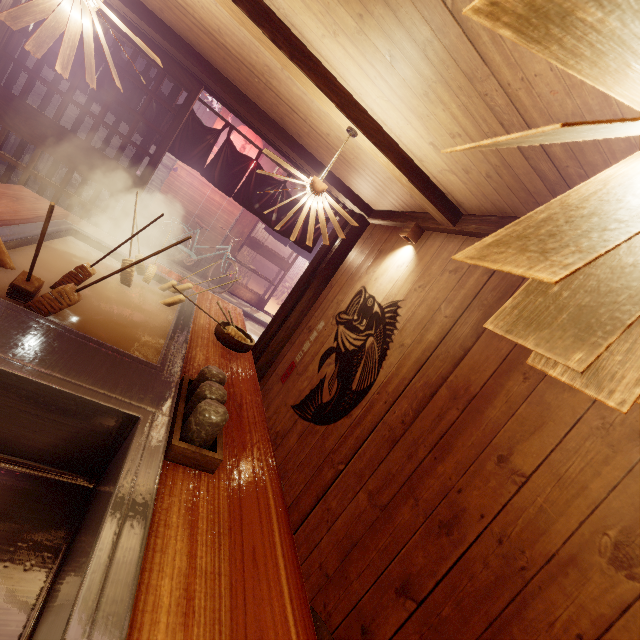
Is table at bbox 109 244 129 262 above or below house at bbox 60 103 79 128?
below

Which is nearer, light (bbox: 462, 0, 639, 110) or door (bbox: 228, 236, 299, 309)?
light (bbox: 462, 0, 639, 110)

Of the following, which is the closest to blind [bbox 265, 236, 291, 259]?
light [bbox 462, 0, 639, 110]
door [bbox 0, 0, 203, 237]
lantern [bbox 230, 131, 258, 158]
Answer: lantern [bbox 230, 131, 258, 158]

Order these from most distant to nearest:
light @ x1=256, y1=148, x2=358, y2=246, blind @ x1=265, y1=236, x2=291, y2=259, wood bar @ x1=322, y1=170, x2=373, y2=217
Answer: blind @ x1=265, y1=236, x2=291, y2=259 → wood bar @ x1=322, y1=170, x2=373, y2=217 → light @ x1=256, y1=148, x2=358, y2=246

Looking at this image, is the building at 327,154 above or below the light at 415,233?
above

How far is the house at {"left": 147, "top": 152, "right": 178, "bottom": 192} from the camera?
13.86m

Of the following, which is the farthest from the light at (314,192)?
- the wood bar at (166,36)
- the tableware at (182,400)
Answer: the wood bar at (166,36)

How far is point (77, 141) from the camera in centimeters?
559cm
